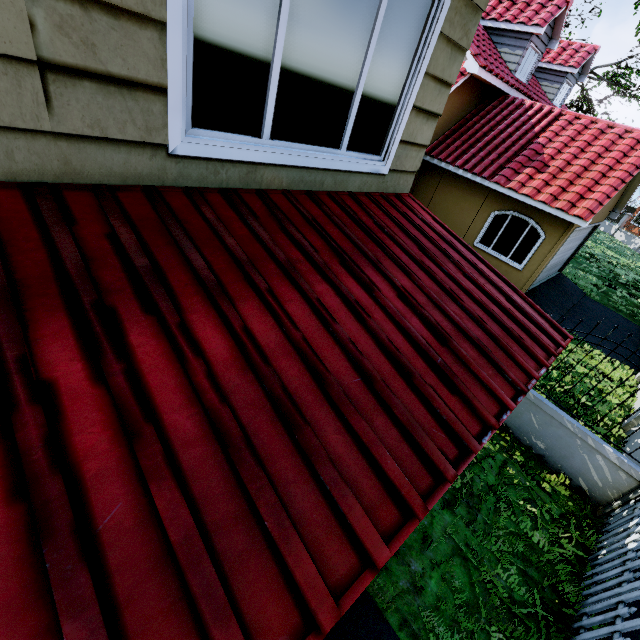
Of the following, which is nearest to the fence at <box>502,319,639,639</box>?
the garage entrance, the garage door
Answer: the garage entrance

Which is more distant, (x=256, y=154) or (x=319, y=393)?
(x=256, y=154)

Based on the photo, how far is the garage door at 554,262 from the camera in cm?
1077

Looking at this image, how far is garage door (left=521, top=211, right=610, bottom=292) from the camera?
10.8 meters

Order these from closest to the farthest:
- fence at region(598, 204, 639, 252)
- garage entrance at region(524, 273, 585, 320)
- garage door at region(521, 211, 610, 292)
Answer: garage door at region(521, 211, 610, 292) < garage entrance at region(524, 273, 585, 320) < fence at region(598, 204, 639, 252)

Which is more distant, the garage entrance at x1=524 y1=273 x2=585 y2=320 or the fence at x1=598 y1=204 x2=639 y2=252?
the fence at x1=598 y1=204 x2=639 y2=252

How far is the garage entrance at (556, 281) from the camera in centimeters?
1196cm

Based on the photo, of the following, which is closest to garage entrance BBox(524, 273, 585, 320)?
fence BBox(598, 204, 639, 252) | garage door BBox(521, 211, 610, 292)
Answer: garage door BBox(521, 211, 610, 292)
